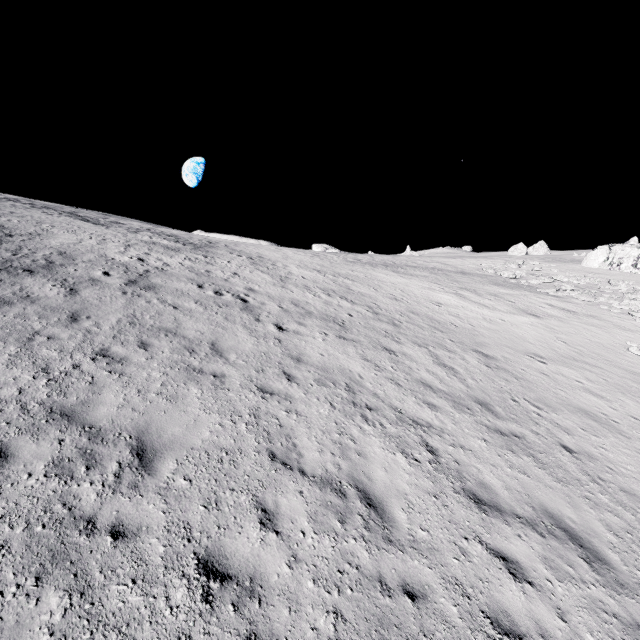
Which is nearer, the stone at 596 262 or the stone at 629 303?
the stone at 629 303

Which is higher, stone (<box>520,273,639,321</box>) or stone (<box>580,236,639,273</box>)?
stone (<box>580,236,639,273</box>)

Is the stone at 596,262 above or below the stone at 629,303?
above

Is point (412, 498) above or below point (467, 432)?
below

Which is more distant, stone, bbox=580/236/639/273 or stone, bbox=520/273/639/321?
stone, bbox=580/236/639/273
